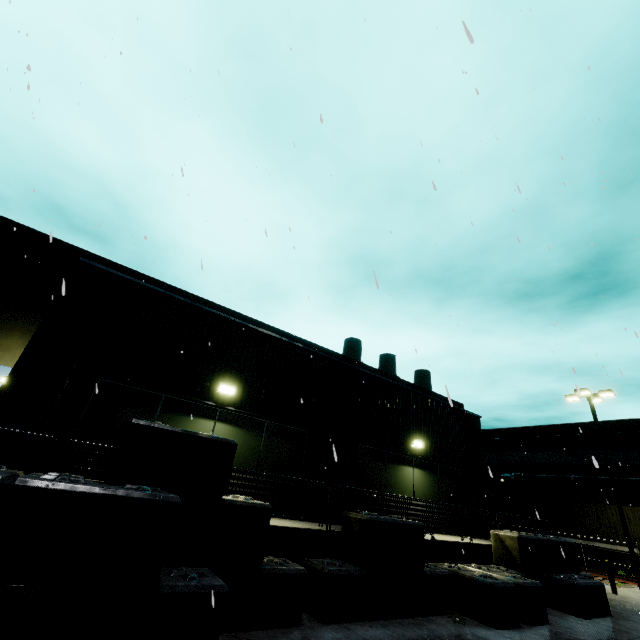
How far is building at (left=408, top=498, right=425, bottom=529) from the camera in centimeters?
1149cm

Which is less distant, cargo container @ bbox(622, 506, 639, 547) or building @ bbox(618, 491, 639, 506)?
cargo container @ bbox(622, 506, 639, 547)

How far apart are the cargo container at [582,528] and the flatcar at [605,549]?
0.0m

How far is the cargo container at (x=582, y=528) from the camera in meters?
22.0 m

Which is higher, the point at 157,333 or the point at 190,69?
the point at 190,69

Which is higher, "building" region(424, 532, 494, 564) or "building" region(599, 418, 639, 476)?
"building" region(599, 418, 639, 476)

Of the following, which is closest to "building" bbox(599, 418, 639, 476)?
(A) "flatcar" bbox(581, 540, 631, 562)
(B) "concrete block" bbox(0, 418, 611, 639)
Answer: (B) "concrete block" bbox(0, 418, 611, 639)

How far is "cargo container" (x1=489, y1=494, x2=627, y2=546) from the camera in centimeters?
2197cm
